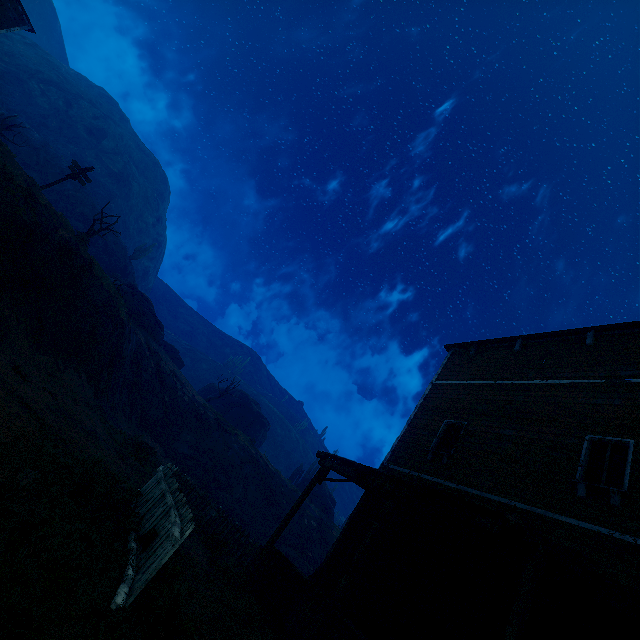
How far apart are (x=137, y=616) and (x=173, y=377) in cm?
2735

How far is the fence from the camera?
3.72m

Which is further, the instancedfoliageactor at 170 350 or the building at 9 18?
the instancedfoliageactor at 170 350

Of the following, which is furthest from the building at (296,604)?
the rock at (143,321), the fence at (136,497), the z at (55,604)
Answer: the rock at (143,321)

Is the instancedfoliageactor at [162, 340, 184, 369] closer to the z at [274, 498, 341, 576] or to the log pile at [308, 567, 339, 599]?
the z at [274, 498, 341, 576]

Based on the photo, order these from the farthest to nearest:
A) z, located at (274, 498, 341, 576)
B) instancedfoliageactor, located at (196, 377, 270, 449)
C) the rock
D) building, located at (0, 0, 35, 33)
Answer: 1. instancedfoliageactor, located at (196, 377, 270, 449)
2. the rock
3. z, located at (274, 498, 341, 576)
4. building, located at (0, 0, 35, 33)

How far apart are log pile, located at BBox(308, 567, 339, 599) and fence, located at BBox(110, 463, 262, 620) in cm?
499
